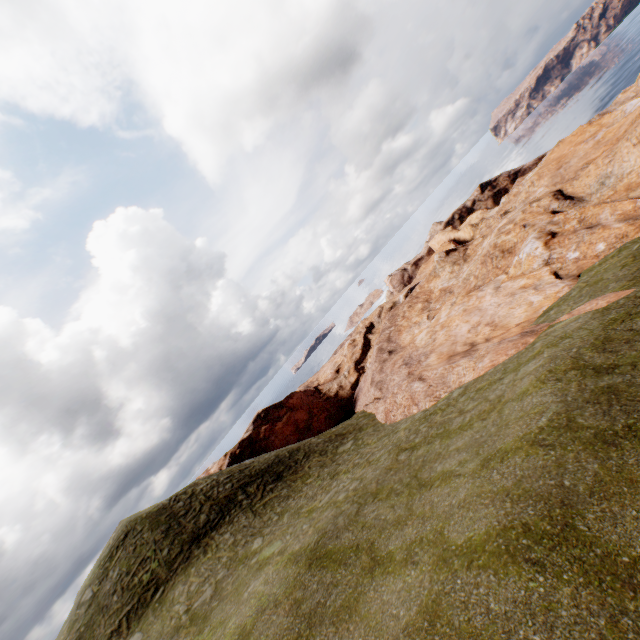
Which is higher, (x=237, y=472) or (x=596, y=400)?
(x=237, y=472)
